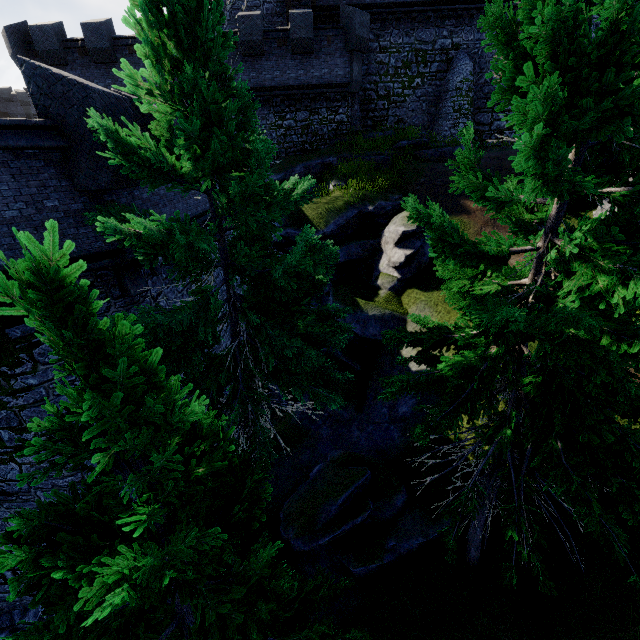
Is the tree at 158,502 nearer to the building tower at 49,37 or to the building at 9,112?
the building tower at 49,37

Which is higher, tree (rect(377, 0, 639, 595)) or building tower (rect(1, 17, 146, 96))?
building tower (rect(1, 17, 146, 96))

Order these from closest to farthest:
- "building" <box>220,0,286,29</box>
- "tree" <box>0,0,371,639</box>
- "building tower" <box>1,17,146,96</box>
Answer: "tree" <box>0,0,371,639</box> → "building tower" <box>1,17,146,96</box> → "building" <box>220,0,286,29</box>

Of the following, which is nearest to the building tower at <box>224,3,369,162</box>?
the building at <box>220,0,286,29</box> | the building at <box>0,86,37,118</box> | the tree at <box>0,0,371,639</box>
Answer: the building at <box>220,0,286,29</box>

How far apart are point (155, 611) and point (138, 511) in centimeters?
231cm

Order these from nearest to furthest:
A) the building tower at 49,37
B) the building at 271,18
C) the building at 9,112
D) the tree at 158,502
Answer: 1. the tree at 158,502
2. the building tower at 49,37
3. the building at 271,18
4. the building at 9,112

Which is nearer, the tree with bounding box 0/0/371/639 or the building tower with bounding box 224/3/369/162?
the tree with bounding box 0/0/371/639

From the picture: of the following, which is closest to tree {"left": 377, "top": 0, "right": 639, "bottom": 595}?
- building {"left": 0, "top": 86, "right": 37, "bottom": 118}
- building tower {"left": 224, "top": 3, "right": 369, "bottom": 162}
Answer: building tower {"left": 224, "top": 3, "right": 369, "bottom": 162}
